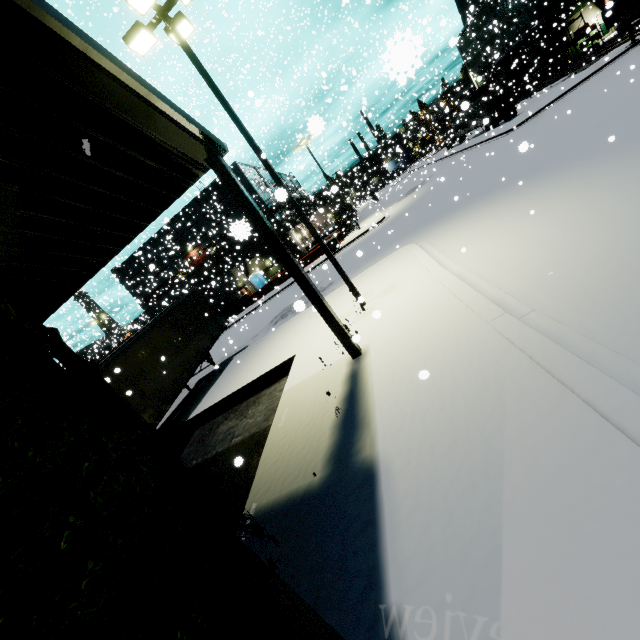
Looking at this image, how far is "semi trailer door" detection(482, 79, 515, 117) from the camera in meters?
33.6 m

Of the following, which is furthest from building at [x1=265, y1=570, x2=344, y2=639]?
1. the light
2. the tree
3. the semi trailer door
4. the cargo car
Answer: the semi trailer door

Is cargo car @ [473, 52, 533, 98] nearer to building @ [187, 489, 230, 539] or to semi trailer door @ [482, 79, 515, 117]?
building @ [187, 489, 230, 539]

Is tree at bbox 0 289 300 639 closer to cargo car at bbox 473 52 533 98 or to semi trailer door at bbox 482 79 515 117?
semi trailer door at bbox 482 79 515 117

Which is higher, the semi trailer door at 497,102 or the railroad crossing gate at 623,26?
the semi trailer door at 497,102

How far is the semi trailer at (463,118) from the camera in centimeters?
3437cm

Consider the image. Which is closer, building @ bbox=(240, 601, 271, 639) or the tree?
the tree

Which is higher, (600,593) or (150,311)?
(150,311)
